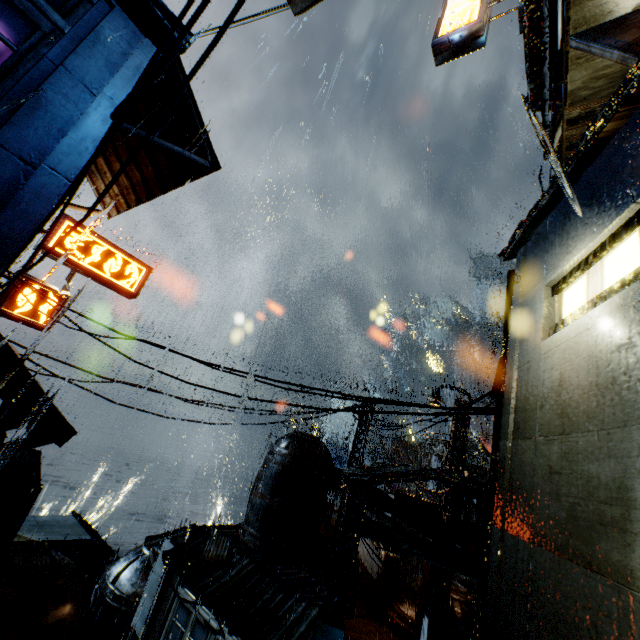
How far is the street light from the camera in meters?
20.8

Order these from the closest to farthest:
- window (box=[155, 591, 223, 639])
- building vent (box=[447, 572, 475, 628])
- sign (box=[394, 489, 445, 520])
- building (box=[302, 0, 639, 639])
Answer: building (box=[302, 0, 639, 639]) < window (box=[155, 591, 223, 639]) < building vent (box=[447, 572, 475, 628]) < sign (box=[394, 489, 445, 520])

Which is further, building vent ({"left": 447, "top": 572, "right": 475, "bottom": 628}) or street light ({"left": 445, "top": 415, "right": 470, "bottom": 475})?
street light ({"left": 445, "top": 415, "right": 470, "bottom": 475})

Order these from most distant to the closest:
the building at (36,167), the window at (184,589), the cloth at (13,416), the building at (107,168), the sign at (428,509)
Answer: the sign at (428,509) < the window at (184,589) < the cloth at (13,416) < the building at (107,168) < the building at (36,167)

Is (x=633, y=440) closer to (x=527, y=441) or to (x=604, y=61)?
(x=527, y=441)

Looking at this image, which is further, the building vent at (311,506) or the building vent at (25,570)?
the building vent at (311,506)

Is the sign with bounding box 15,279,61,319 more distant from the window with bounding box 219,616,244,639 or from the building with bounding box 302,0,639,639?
the window with bounding box 219,616,244,639

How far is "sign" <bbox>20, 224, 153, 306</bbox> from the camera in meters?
12.3
